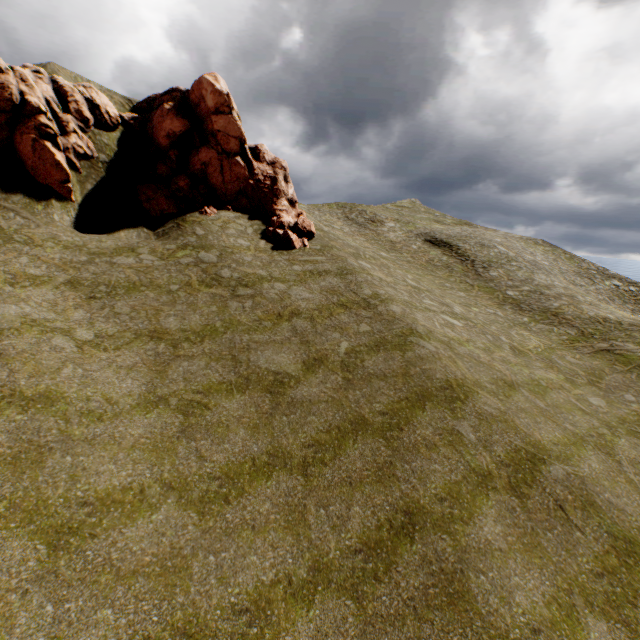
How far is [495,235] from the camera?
45.56m
